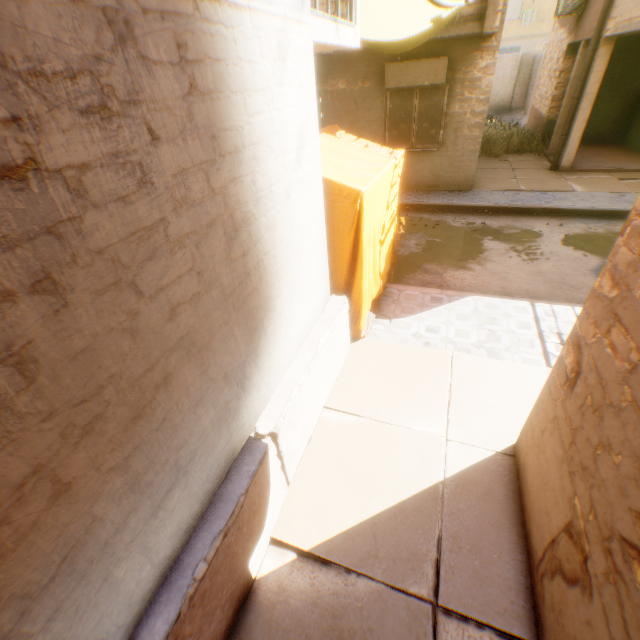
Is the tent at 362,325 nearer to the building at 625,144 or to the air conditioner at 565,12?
the building at 625,144

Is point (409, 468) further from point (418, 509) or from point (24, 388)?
point (24, 388)

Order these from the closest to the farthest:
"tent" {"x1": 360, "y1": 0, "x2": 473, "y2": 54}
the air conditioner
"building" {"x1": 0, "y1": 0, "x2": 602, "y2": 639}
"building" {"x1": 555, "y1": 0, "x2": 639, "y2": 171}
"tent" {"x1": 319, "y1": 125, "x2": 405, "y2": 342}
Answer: "building" {"x1": 0, "y1": 0, "x2": 602, "y2": 639} < "tent" {"x1": 319, "y1": 125, "x2": 405, "y2": 342} < "tent" {"x1": 360, "y1": 0, "x2": 473, "y2": 54} < "building" {"x1": 555, "y1": 0, "x2": 639, "y2": 171} < the air conditioner

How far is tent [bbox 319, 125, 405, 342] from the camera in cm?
364

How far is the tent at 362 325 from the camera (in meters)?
3.64

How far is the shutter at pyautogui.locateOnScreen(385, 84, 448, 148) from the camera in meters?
9.0 m

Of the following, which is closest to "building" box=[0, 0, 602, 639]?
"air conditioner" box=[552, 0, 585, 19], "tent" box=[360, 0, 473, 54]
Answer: "tent" box=[360, 0, 473, 54]

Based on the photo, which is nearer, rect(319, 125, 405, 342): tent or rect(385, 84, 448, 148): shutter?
rect(319, 125, 405, 342): tent
